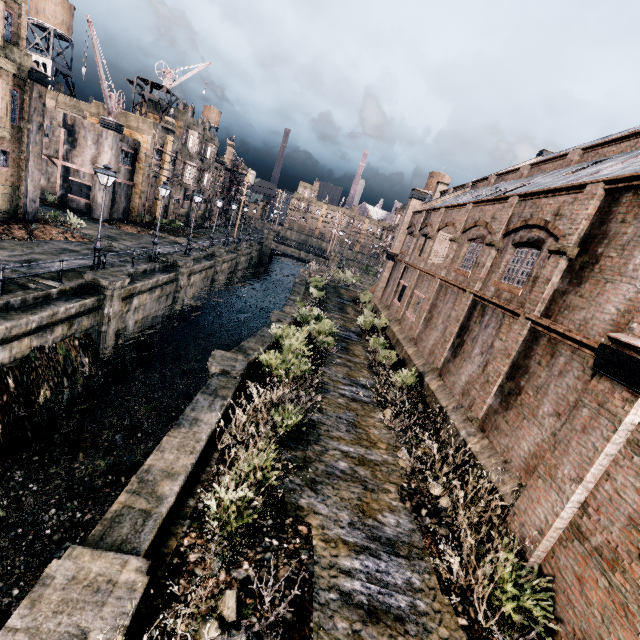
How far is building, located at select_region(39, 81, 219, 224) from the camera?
30.8 meters

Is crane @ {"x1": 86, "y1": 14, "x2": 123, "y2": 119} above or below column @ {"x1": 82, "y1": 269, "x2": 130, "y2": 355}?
above

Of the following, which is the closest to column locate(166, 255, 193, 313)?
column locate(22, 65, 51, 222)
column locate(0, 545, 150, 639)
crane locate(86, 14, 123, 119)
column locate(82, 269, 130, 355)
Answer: column locate(82, 269, 130, 355)

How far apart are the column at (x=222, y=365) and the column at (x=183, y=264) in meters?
13.6

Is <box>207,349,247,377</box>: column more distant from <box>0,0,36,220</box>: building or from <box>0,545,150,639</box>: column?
<box>0,0,36,220</box>: building

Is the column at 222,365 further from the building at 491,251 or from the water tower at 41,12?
the water tower at 41,12

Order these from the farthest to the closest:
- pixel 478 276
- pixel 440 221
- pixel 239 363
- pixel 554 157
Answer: pixel 440 221 → pixel 554 157 → pixel 478 276 → pixel 239 363

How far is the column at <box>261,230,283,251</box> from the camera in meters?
58.8
